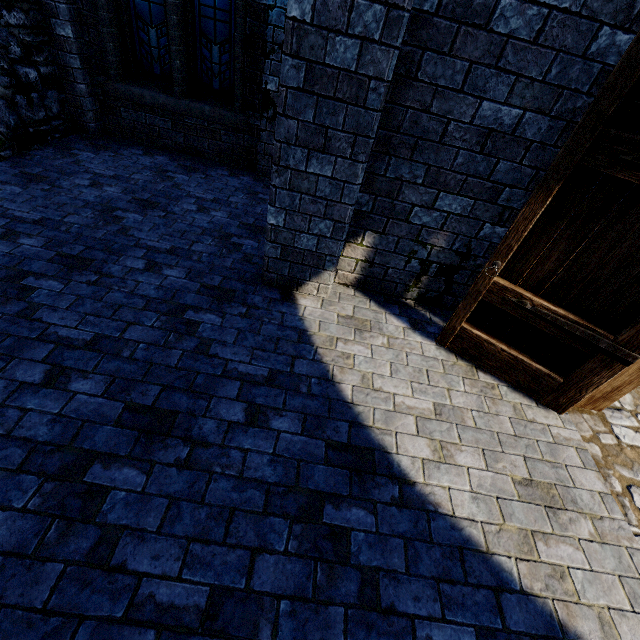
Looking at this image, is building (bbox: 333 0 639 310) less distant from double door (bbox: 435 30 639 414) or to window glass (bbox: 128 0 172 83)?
double door (bbox: 435 30 639 414)

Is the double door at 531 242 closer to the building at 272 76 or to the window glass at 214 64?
the building at 272 76

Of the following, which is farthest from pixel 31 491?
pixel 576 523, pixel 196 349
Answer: pixel 576 523

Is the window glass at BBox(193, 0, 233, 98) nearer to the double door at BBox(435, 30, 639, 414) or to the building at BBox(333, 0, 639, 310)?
the building at BBox(333, 0, 639, 310)

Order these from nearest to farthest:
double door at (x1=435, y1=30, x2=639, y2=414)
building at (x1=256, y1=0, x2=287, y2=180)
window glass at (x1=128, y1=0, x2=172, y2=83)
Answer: double door at (x1=435, y1=30, x2=639, y2=414)
building at (x1=256, y1=0, x2=287, y2=180)
window glass at (x1=128, y1=0, x2=172, y2=83)

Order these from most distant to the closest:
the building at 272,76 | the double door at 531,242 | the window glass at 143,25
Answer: the window glass at 143,25 → the building at 272,76 → the double door at 531,242
